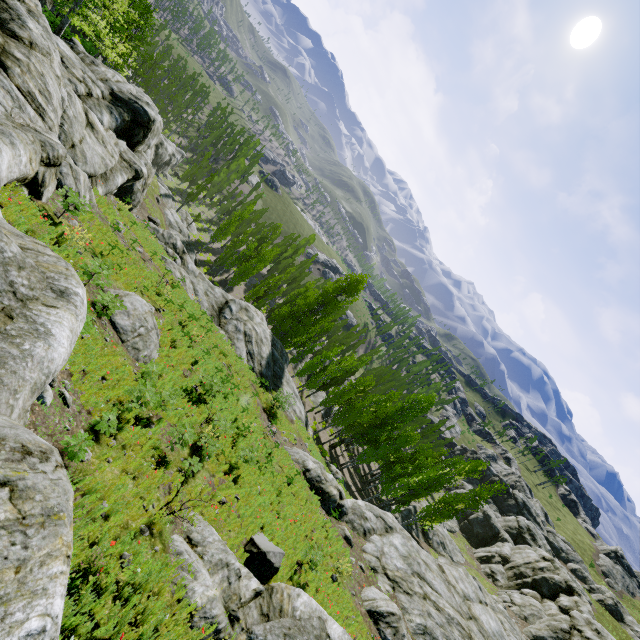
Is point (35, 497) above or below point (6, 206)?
above

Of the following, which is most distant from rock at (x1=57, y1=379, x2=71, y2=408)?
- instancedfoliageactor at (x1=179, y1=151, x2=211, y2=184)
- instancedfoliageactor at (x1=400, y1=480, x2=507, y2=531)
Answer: instancedfoliageactor at (x1=400, y1=480, x2=507, y2=531)

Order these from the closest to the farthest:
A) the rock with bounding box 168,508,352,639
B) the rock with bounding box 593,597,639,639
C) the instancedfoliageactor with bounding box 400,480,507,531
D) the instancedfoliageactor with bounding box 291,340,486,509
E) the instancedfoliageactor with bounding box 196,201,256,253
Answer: the rock with bounding box 168,508,352,639
the instancedfoliageactor with bounding box 400,480,507,531
the instancedfoliageactor with bounding box 291,340,486,509
the instancedfoliageactor with bounding box 196,201,256,253
the rock with bounding box 593,597,639,639

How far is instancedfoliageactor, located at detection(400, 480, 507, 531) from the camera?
30.61m

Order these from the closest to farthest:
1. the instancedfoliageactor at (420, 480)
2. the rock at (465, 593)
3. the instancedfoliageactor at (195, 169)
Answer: the rock at (465, 593), the instancedfoliageactor at (420, 480), the instancedfoliageactor at (195, 169)

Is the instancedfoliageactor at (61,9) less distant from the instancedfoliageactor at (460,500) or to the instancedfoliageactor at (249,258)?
the instancedfoliageactor at (249,258)

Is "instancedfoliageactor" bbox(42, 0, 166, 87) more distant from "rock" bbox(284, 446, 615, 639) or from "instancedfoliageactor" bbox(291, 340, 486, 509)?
"instancedfoliageactor" bbox(291, 340, 486, 509)
